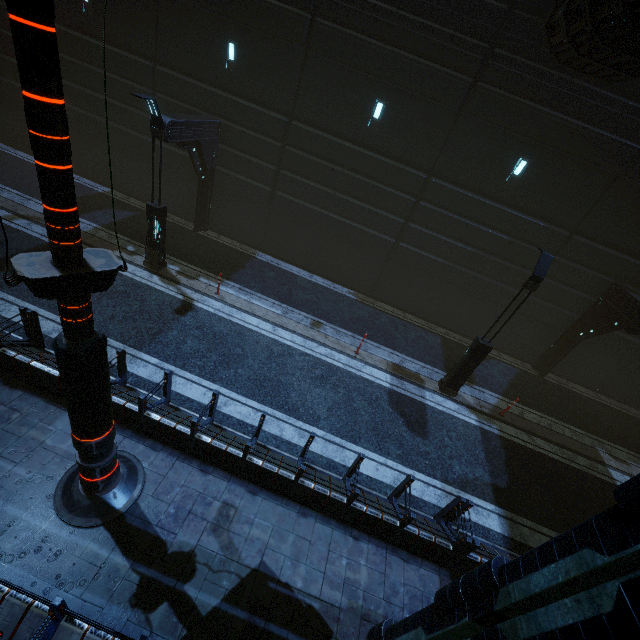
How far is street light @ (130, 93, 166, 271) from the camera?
9.2 meters

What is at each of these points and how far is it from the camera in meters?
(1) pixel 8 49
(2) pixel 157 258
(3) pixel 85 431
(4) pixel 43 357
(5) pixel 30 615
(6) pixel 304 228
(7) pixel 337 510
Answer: (1) building, 14.0 m
(2) street light, 11.8 m
(3) sign, 4.8 m
(4) building, 6.7 m
(5) building, 4.3 m
(6) building, 15.1 m
(7) building, 7.0 m

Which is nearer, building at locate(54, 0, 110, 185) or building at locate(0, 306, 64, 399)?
building at locate(0, 306, 64, 399)

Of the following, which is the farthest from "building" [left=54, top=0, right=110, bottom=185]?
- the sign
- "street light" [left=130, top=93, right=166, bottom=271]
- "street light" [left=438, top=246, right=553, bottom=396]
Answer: "street light" [left=438, top=246, right=553, bottom=396]

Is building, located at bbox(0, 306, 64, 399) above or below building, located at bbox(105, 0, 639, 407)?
below

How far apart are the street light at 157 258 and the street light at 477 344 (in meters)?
11.32

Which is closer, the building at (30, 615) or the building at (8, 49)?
the building at (30, 615)

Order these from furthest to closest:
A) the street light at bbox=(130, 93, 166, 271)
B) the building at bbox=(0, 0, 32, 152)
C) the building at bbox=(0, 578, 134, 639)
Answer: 1. the building at bbox=(0, 0, 32, 152)
2. the street light at bbox=(130, 93, 166, 271)
3. the building at bbox=(0, 578, 134, 639)
